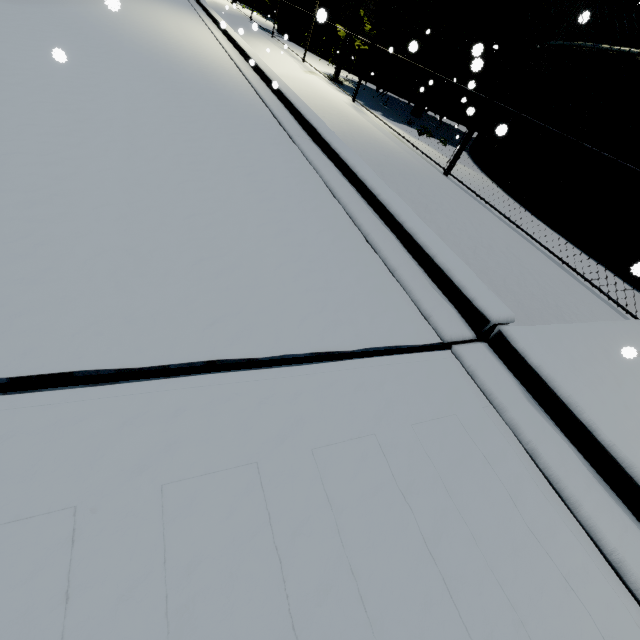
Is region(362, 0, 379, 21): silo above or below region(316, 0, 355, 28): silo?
above

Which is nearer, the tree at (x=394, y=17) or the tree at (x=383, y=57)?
the tree at (x=394, y=17)

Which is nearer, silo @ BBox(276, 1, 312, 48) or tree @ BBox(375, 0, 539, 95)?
tree @ BBox(375, 0, 539, 95)

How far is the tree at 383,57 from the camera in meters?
10.4

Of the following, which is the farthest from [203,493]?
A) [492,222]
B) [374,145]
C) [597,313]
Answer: [374,145]

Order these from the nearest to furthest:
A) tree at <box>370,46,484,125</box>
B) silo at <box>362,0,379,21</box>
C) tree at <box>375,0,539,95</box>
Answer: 1. tree at <box>375,0,539,95</box>
2. tree at <box>370,46,484,125</box>
3. silo at <box>362,0,379,21</box>

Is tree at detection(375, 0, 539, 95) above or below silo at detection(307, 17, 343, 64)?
above
